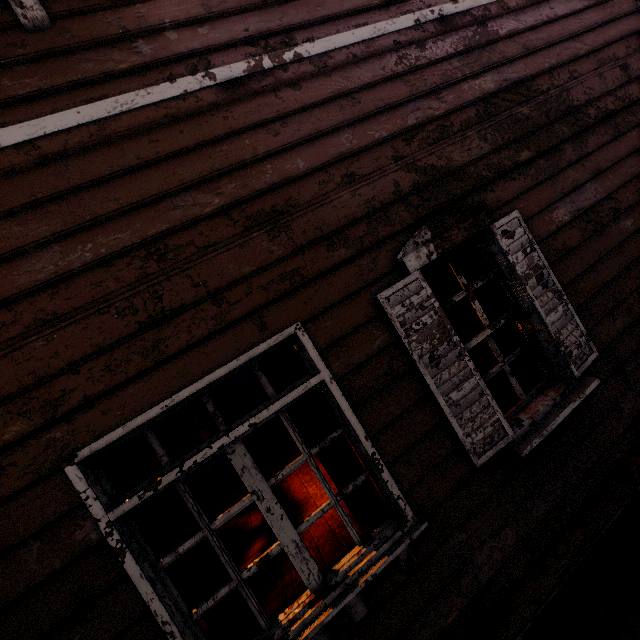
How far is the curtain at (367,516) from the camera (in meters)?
2.14

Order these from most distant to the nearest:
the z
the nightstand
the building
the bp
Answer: the nightstand, the bp, the z, the building

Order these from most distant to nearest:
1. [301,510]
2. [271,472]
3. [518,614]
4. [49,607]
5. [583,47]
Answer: [271,472] < [301,510] < [583,47] < [518,614] < [49,607]

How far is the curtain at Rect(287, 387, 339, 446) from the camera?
2.11m

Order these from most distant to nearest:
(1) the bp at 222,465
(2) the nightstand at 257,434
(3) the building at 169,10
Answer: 1. (2) the nightstand at 257,434
2. (1) the bp at 222,465
3. (3) the building at 169,10

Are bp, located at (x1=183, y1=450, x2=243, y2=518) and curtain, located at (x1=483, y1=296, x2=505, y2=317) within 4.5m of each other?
no

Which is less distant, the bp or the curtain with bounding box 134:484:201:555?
the curtain with bounding box 134:484:201:555

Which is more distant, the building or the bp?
the bp
